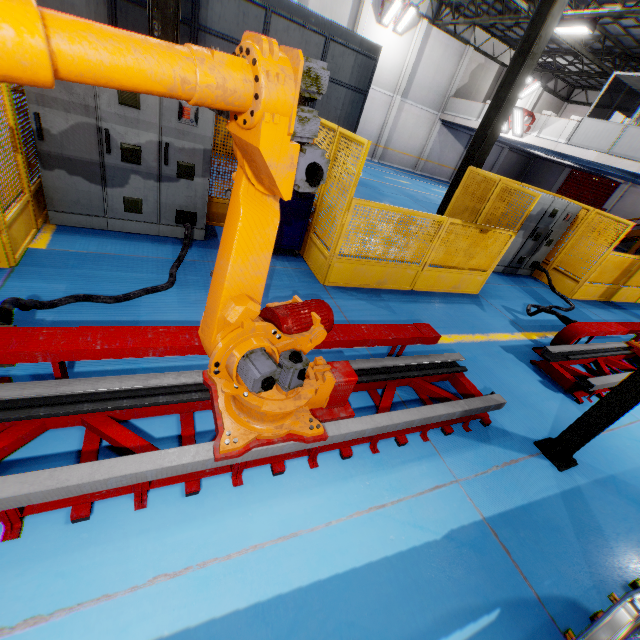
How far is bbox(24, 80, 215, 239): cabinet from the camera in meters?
4.0 m

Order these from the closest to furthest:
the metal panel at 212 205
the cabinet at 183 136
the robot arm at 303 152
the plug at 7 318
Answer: the robot arm at 303 152 → the plug at 7 318 → the cabinet at 183 136 → the metal panel at 212 205

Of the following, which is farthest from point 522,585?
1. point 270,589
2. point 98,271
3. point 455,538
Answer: point 98,271

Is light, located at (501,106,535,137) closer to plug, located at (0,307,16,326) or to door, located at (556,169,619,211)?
door, located at (556,169,619,211)

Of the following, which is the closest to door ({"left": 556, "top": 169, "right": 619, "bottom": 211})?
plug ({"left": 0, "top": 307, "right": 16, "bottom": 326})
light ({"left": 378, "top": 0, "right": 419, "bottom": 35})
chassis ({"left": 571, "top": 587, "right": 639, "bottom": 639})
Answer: chassis ({"left": 571, "top": 587, "right": 639, "bottom": 639})

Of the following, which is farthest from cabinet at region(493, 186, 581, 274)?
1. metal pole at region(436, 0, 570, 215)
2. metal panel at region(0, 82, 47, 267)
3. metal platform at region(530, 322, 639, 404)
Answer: metal platform at region(530, 322, 639, 404)

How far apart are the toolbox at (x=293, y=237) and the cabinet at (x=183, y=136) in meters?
0.8 m

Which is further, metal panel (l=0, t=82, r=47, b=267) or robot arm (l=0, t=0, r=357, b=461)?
metal panel (l=0, t=82, r=47, b=267)
